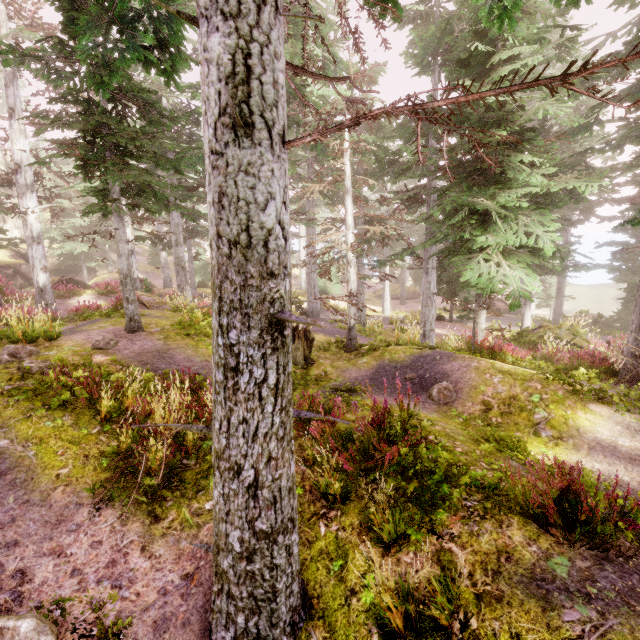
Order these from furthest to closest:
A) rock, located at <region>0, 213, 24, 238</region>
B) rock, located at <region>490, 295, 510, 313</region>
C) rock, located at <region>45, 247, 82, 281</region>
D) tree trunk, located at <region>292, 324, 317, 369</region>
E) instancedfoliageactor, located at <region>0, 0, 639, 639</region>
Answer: rock, located at <region>45, 247, 82, 281</region> → rock, located at <region>0, 213, 24, 238</region> → rock, located at <region>490, 295, 510, 313</region> → tree trunk, located at <region>292, 324, 317, 369</region> → instancedfoliageactor, located at <region>0, 0, 639, 639</region>

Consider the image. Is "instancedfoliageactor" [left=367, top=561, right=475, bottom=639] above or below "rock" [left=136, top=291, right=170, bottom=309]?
below

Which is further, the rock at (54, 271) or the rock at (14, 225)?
the rock at (54, 271)

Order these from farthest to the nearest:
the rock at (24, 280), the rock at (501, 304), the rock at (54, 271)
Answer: the rock at (54, 271)
the rock at (24, 280)
the rock at (501, 304)

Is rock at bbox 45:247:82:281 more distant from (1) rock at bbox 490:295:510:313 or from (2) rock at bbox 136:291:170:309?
(1) rock at bbox 490:295:510:313

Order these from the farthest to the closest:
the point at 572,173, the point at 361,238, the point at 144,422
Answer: the point at 572,173 → the point at 361,238 → the point at 144,422

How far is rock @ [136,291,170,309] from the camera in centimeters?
1533cm

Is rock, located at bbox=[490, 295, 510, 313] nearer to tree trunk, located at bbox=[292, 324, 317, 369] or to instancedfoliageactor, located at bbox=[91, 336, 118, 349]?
instancedfoliageactor, located at bbox=[91, 336, 118, 349]
